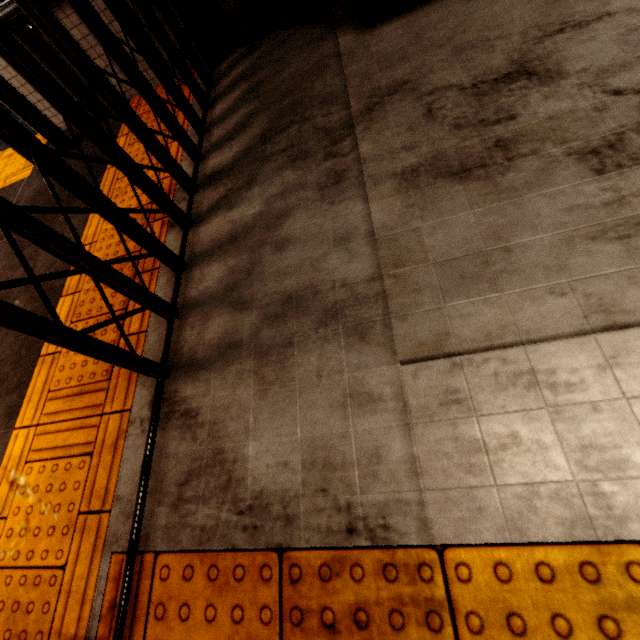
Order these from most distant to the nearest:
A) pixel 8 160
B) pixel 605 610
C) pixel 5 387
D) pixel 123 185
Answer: pixel 8 160
pixel 123 185
pixel 5 387
pixel 605 610

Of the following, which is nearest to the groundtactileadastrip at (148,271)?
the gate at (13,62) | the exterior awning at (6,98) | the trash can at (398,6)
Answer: the gate at (13,62)

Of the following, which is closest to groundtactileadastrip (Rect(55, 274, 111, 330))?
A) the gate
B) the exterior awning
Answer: the gate

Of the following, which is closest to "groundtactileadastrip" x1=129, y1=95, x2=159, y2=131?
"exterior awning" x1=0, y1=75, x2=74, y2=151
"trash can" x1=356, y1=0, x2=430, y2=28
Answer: "exterior awning" x1=0, y1=75, x2=74, y2=151

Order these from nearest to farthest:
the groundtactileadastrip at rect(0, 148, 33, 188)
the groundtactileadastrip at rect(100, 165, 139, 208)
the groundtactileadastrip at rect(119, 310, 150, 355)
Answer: A:
1. the groundtactileadastrip at rect(119, 310, 150, 355)
2. the groundtactileadastrip at rect(100, 165, 139, 208)
3. the groundtactileadastrip at rect(0, 148, 33, 188)

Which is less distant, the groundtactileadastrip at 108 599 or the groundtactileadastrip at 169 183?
the groundtactileadastrip at 108 599

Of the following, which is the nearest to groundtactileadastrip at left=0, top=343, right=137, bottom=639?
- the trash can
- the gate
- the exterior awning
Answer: the gate

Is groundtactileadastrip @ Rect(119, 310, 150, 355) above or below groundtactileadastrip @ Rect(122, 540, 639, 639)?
above
